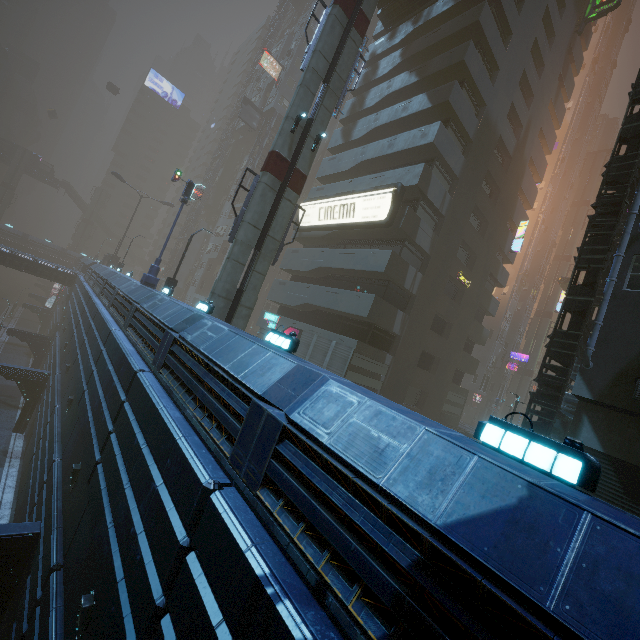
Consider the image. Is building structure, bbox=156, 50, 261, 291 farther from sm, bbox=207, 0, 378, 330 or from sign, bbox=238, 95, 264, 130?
sm, bbox=207, 0, 378, 330

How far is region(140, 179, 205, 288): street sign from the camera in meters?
18.7 m

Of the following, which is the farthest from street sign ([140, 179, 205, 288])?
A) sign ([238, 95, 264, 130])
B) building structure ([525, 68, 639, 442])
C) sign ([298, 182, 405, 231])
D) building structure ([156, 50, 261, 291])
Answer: building structure ([156, 50, 261, 291])

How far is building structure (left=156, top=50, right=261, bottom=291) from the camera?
53.8 meters

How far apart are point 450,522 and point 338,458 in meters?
1.5

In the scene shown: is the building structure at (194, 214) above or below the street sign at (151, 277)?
above

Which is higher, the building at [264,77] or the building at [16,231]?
the building at [264,77]

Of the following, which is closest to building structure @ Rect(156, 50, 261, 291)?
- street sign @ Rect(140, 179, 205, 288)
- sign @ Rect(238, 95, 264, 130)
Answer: Result: sign @ Rect(238, 95, 264, 130)
